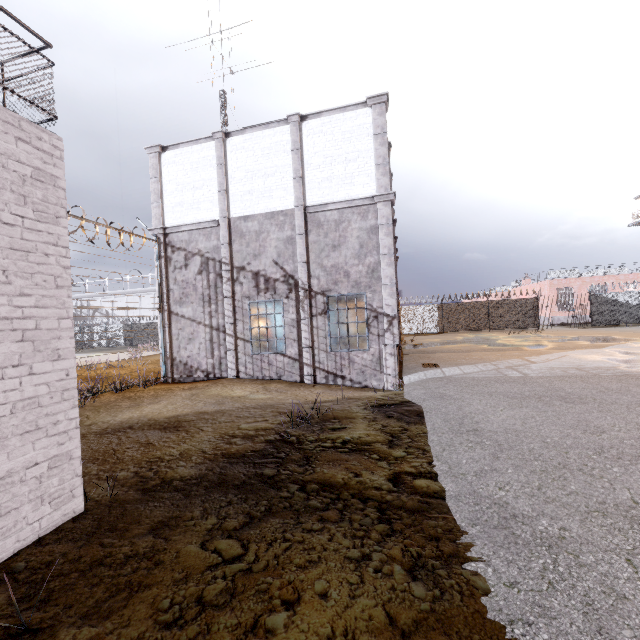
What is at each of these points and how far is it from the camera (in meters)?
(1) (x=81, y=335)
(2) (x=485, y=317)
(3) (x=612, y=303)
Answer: (1) fence, 41.34
(2) fence, 29.62
(3) fence, 27.20

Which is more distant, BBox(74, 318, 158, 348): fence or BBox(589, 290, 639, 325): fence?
BBox(74, 318, 158, 348): fence

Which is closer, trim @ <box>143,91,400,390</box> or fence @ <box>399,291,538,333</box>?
trim @ <box>143,91,400,390</box>

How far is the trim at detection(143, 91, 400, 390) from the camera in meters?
10.6 m

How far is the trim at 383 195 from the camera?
10.60m

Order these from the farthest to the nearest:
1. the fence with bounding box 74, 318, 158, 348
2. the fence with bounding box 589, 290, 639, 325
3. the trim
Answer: the fence with bounding box 74, 318, 158, 348 → the fence with bounding box 589, 290, 639, 325 → the trim

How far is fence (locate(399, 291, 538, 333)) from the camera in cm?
2884

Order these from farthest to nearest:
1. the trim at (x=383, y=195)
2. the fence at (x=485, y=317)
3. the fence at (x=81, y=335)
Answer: the fence at (x=81, y=335) → the fence at (x=485, y=317) → the trim at (x=383, y=195)
